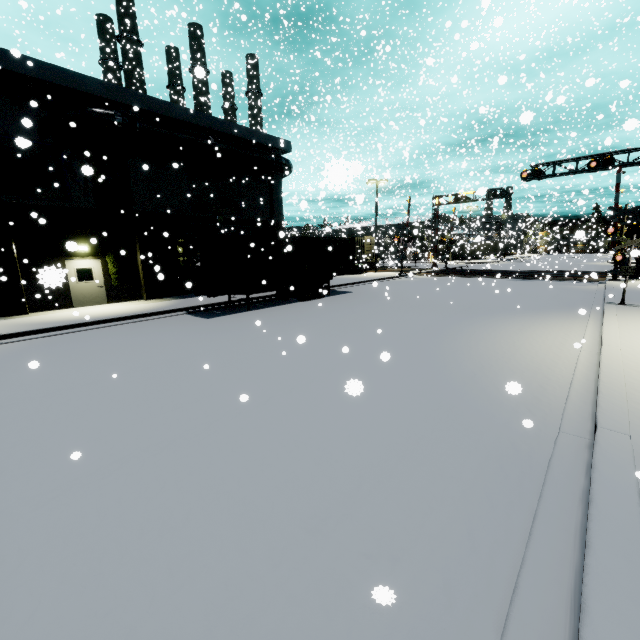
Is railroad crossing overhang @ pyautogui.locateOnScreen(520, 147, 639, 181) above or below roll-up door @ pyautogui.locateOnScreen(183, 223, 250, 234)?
above

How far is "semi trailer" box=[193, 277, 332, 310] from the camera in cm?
1491

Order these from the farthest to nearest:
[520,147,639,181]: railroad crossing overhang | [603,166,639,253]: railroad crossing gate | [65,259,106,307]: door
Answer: [520,147,639,181]: railroad crossing overhang < [603,166,639,253]: railroad crossing gate < [65,259,106,307]: door

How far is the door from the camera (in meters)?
16.05

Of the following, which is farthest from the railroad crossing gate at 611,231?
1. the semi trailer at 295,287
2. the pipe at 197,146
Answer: the semi trailer at 295,287

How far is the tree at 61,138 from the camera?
14.9m

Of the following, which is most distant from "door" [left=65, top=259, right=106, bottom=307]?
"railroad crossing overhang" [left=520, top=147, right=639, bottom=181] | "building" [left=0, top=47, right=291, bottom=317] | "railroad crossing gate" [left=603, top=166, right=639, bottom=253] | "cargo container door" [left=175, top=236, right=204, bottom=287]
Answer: "railroad crossing gate" [left=603, top=166, right=639, bottom=253]

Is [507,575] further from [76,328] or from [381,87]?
[381,87]
